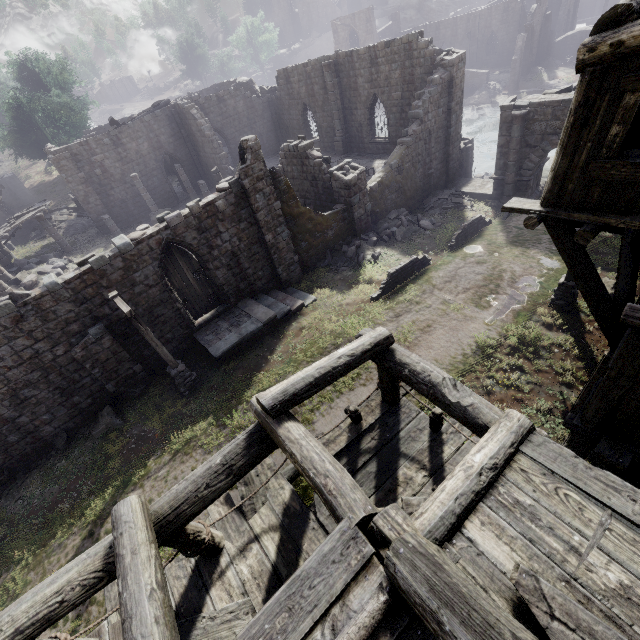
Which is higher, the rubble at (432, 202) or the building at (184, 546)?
the building at (184, 546)

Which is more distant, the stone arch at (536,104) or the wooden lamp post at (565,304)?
the stone arch at (536,104)

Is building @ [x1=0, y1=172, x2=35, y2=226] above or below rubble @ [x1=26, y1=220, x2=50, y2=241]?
above

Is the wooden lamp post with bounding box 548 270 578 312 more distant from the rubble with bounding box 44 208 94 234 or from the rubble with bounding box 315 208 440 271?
the rubble with bounding box 44 208 94 234

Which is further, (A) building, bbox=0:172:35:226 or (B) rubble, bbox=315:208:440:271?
(A) building, bbox=0:172:35:226

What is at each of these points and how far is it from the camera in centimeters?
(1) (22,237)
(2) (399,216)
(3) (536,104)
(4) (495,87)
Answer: (1) building, 2894cm
(2) rubble, 1958cm
(3) stone arch, 1625cm
(4) rubble, 4225cm

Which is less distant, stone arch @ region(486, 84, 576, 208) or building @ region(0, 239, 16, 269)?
stone arch @ region(486, 84, 576, 208)

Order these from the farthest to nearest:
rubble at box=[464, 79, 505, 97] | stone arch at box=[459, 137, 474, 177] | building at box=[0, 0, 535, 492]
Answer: rubble at box=[464, 79, 505, 97], stone arch at box=[459, 137, 474, 177], building at box=[0, 0, 535, 492]
